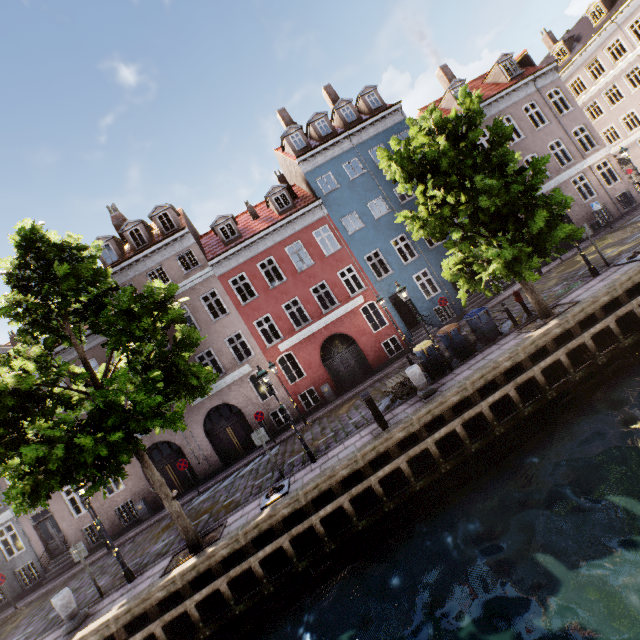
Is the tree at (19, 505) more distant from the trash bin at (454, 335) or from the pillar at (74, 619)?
the pillar at (74, 619)

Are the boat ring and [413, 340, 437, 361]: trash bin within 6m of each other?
no

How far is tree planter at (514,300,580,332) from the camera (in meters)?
10.85

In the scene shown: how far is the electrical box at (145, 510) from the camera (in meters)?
17.70

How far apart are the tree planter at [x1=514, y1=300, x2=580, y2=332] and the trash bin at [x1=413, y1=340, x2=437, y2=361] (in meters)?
2.60

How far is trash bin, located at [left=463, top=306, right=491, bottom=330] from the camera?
12.6m

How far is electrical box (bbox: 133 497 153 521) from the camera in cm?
1770

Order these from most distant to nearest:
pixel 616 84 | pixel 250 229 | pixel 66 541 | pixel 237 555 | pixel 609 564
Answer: pixel 616 84
pixel 250 229
pixel 66 541
pixel 237 555
pixel 609 564
